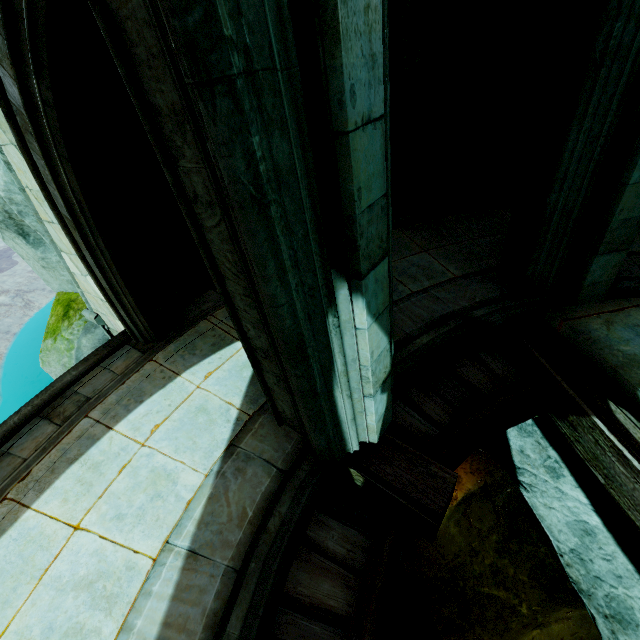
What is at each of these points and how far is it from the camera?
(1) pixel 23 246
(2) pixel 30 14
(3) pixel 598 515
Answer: (1) rock, 5.64m
(2) buttress, 1.89m
(3) rock, 3.81m

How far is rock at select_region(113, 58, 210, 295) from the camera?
4.0m

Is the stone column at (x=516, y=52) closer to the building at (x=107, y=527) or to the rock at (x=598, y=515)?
the rock at (x=598, y=515)

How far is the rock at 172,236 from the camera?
4.0m

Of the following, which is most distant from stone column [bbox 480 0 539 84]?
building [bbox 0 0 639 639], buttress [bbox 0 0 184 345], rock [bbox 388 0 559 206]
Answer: buttress [bbox 0 0 184 345]

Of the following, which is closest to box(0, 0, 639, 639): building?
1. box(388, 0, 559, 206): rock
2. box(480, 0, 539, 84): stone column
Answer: box(388, 0, 559, 206): rock

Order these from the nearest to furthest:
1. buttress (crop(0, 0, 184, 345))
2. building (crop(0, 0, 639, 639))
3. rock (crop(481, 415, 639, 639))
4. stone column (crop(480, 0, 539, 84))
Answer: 1. building (crop(0, 0, 639, 639))
2. buttress (crop(0, 0, 184, 345))
3. rock (crop(481, 415, 639, 639))
4. stone column (crop(480, 0, 539, 84))

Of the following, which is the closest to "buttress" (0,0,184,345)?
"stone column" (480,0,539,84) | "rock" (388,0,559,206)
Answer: "rock" (388,0,559,206)
